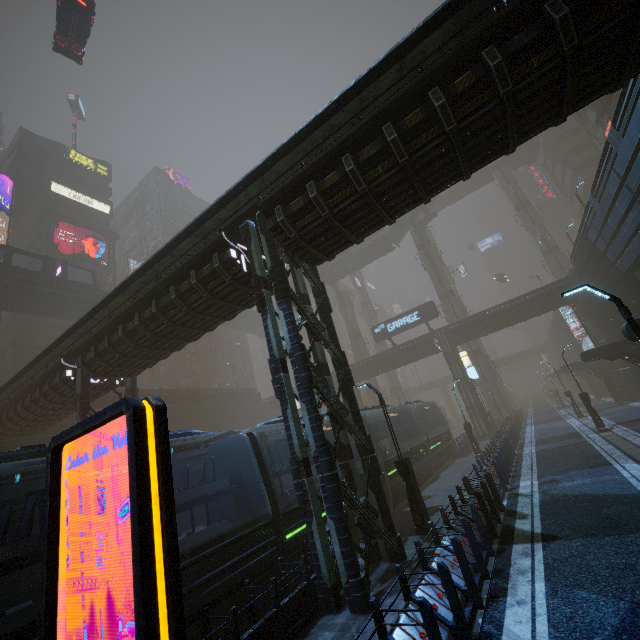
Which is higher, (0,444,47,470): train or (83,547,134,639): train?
(0,444,47,470): train

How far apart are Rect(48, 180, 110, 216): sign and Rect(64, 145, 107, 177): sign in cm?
564

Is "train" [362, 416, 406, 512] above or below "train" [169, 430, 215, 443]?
below

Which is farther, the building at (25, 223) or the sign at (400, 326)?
the building at (25, 223)

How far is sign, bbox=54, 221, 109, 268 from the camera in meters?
41.5 m

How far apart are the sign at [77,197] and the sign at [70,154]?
5.6 meters

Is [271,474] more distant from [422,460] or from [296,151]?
[422,460]

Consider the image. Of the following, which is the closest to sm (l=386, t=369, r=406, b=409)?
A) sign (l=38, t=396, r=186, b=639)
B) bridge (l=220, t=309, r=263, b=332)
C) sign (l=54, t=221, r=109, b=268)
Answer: bridge (l=220, t=309, r=263, b=332)
